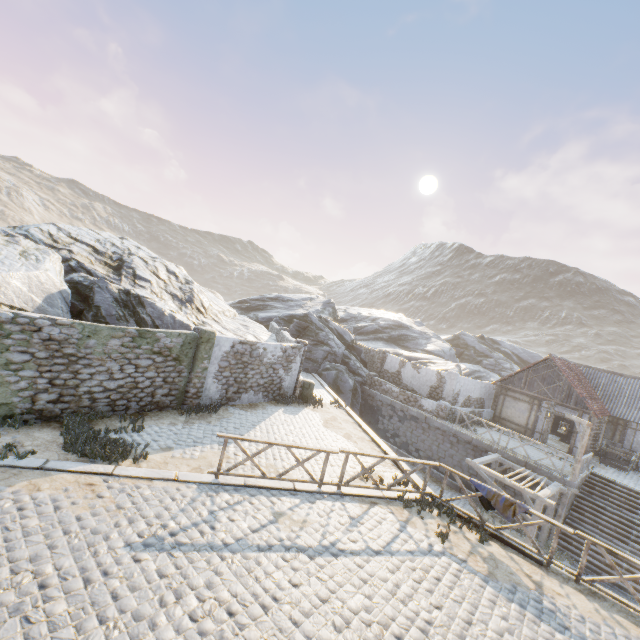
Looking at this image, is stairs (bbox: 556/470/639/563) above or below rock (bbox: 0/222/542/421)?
below

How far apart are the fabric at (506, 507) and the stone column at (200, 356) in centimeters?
987cm

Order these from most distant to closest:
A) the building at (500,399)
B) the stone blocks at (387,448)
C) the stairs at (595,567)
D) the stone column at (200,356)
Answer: the building at (500,399) < the stairs at (595,567) < the stone blocks at (387,448) < the stone column at (200,356)

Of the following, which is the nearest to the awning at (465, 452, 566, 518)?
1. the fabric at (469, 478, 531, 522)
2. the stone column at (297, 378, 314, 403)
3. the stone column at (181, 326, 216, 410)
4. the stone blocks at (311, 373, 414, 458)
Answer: the stone blocks at (311, 373, 414, 458)

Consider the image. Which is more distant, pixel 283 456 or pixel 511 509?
pixel 283 456

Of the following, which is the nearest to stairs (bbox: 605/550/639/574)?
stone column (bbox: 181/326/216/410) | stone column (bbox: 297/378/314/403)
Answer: stone column (bbox: 297/378/314/403)

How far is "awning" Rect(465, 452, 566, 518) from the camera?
13.55m

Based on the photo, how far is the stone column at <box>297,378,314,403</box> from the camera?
17.22m
